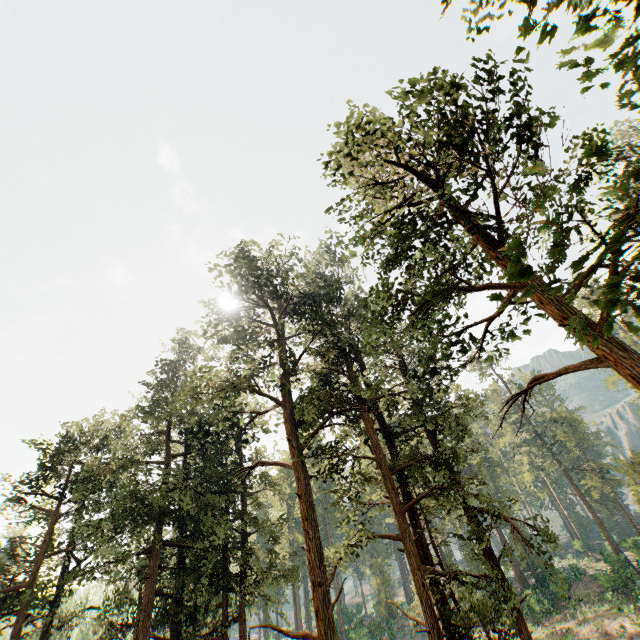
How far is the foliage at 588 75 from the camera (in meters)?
2.80

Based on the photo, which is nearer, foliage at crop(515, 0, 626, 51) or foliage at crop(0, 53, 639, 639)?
foliage at crop(515, 0, 626, 51)

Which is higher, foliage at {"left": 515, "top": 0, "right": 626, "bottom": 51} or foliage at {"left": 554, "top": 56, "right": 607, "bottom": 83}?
foliage at {"left": 515, "top": 0, "right": 626, "bottom": 51}

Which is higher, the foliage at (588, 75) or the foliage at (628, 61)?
the foliage at (588, 75)

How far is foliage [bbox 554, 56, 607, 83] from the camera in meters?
2.8

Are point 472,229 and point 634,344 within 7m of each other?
no
